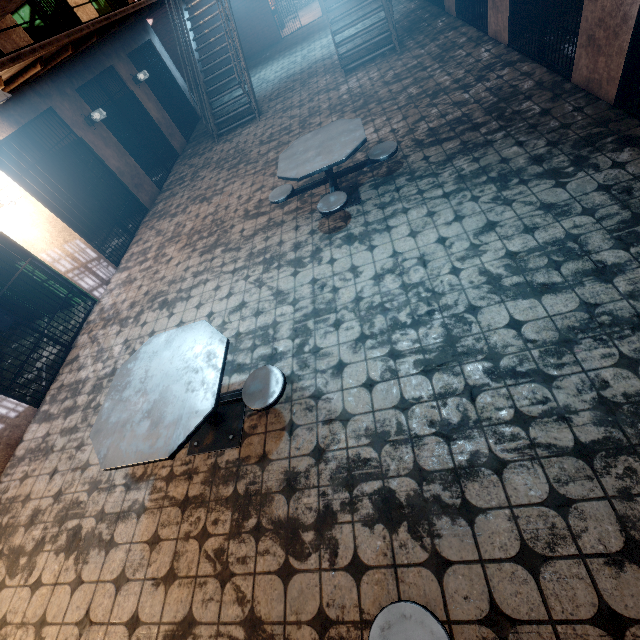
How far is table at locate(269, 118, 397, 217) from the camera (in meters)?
3.83

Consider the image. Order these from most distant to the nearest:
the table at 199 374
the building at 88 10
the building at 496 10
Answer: the building at 88 10 < the building at 496 10 < the table at 199 374

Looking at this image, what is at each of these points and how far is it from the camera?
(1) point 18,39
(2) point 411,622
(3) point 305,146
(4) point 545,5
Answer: (1) building, 5.75m
(2) table, 1.49m
(3) table, 4.33m
(4) metal bar, 4.41m

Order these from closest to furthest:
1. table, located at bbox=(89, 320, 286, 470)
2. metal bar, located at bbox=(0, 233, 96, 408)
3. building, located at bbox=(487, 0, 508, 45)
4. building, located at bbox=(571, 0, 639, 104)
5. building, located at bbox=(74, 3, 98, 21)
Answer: table, located at bbox=(89, 320, 286, 470)
building, located at bbox=(571, 0, 639, 104)
metal bar, located at bbox=(0, 233, 96, 408)
building, located at bbox=(487, 0, 508, 45)
building, located at bbox=(74, 3, 98, 21)

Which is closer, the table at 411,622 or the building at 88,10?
the table at 411,622

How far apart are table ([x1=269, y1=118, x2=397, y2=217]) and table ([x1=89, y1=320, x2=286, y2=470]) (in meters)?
1.96

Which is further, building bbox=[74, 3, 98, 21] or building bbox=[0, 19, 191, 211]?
building bbox=[74, 3, 98, 21]

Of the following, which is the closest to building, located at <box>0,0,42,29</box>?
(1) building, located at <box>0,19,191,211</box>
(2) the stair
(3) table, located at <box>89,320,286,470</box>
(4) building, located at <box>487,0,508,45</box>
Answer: (1) building, located at <box>0,19,191,211</box>
